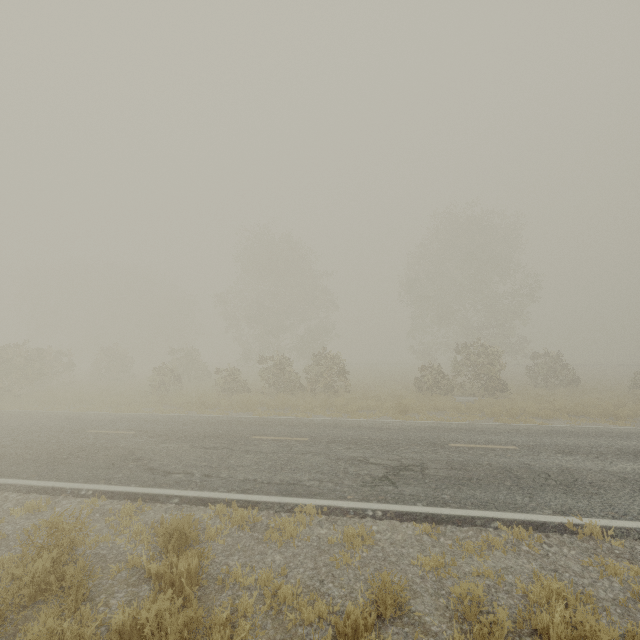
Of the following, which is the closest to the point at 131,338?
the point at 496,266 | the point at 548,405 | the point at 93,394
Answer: the point at 93,394
